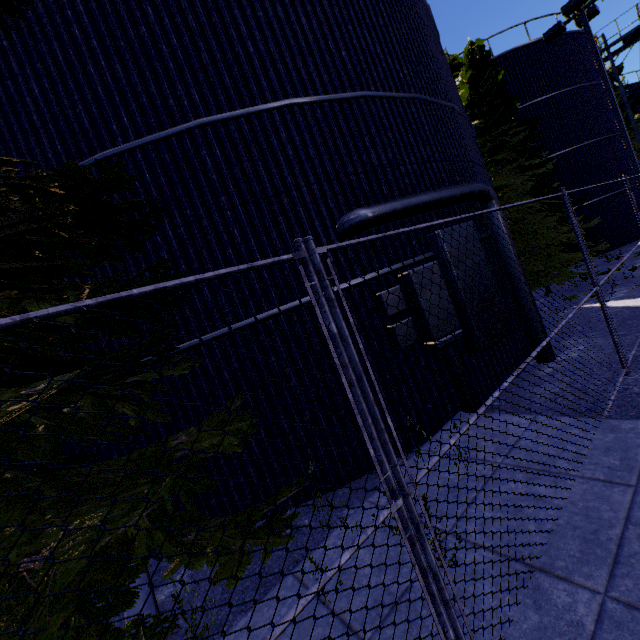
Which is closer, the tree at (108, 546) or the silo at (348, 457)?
the tree at (108, 546)

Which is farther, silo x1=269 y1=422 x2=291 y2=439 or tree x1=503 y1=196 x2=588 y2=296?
tree x1=503 y1=196 x2=588 y2=296

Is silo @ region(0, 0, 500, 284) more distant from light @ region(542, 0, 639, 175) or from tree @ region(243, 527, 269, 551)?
light @ region(542, 0, 639, 175)

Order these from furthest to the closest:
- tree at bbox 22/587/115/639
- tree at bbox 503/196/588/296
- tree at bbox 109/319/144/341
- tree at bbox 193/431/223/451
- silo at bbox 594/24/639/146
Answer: silo at bbox 594/24/639/146 → tree at bbox 503/196/588/296 → tree at bbox 109/319/144/341 → tree at bbox 193/431/223/451 → tree at bbox 22/587/115/639

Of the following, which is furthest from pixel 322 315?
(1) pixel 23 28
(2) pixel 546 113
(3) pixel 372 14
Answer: (2) pixel 546 113

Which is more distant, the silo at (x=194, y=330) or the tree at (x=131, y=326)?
the silo at (x=194, y=330)

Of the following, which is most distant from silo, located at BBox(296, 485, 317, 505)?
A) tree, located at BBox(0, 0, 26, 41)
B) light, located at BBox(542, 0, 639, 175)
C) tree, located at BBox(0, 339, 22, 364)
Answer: light, located at BBox(542, 0, 639, 175)

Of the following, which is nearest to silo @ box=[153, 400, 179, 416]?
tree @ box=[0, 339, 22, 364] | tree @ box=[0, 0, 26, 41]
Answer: tree @ box=[0, 0, 26, 41]
